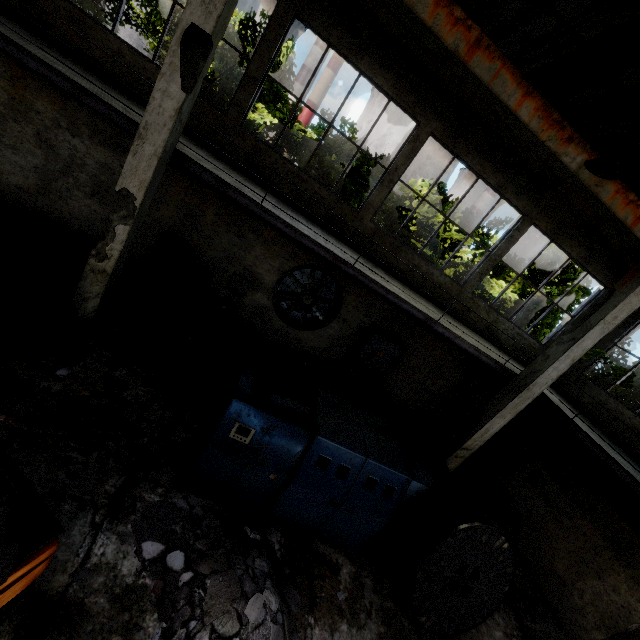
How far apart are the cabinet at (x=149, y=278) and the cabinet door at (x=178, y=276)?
0.0 meters

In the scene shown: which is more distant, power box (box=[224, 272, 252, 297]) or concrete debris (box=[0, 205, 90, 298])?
power box (box=[224, 272, 252, 297])

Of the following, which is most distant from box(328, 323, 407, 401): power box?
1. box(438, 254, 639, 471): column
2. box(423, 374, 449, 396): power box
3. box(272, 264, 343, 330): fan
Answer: box(438, 254, 639, 471): column

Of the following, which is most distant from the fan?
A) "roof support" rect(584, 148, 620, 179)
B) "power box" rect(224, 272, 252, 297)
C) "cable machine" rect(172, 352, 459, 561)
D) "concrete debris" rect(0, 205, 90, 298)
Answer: "roof support" rect(584, 148, 620, 179)

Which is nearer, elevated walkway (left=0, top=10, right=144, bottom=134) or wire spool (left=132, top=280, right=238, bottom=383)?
elevated walkway (left=0, top=10, right=144, bottom=134)

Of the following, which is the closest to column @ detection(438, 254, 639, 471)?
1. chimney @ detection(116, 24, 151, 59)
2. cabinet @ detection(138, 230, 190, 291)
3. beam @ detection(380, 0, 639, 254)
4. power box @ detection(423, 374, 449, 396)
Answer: beam @ detection(380, 0, 639, 254)

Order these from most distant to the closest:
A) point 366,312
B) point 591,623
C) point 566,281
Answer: point 566,281 → point 366,312 → point 591,623

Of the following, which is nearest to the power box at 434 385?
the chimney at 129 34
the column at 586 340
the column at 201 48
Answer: the column at 586 340
